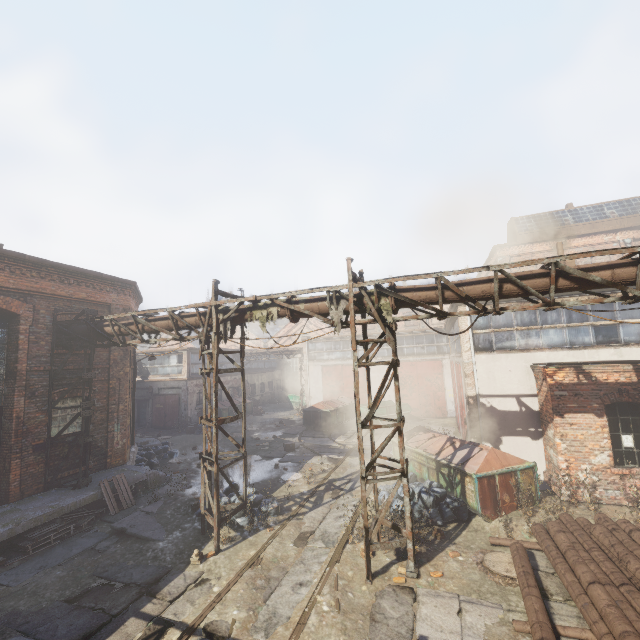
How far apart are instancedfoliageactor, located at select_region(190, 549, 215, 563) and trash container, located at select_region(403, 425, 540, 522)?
6.4m

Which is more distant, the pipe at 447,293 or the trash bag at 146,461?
the trash bag at 146,461

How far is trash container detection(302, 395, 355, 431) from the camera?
21.5m

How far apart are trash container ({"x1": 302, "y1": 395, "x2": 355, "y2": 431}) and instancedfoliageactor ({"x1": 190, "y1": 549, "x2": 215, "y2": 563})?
13.39m

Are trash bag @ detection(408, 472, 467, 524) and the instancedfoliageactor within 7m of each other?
yes

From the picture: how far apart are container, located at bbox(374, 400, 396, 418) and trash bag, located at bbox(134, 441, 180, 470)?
12.6m

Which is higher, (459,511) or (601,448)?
(601,448)

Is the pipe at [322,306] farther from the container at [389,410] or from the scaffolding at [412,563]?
the container at [389,410]
